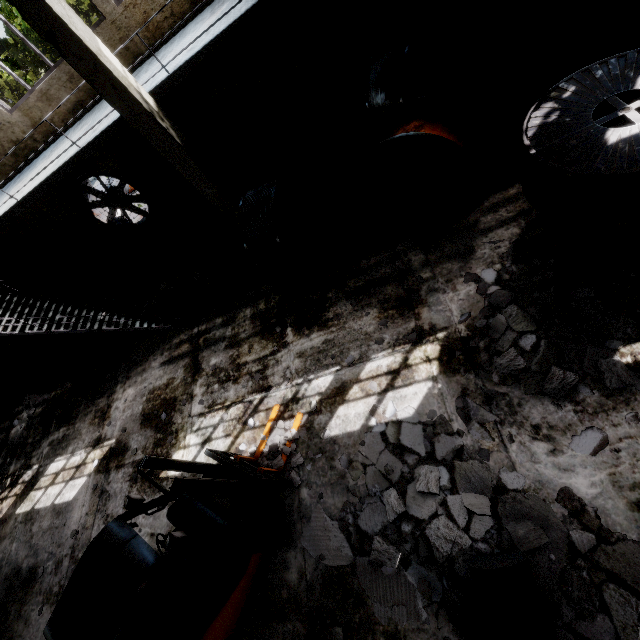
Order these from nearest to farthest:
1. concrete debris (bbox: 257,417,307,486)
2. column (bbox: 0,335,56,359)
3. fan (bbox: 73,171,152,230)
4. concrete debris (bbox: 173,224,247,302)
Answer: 1. concrete debris (bbox: 257,417,307,486)
2. concrete debris (bbox: 173,224,247,302)
3. fan (bbox: 73,171,152,230)
4. column (bbox: 0,335,56,359)

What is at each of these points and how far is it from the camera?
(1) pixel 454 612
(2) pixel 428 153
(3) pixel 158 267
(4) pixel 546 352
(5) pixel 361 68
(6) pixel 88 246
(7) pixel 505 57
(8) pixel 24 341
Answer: (1) concrete debris, 3.9 meters
(2) wire spool, 5.2 meters
(3) concrete debris, 11.4 meters
(4) concrete debris, 4.4 meters
(5) cabinet door, 7.6 meters
(6) power box, 11.7 meters
(7) concrete debris, 7.1 meters
(8) column, 11.4 meters

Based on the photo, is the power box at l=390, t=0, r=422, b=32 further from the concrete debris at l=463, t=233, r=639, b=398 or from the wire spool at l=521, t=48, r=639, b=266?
the concrete debris at l=463, t=233, r=639, b=398

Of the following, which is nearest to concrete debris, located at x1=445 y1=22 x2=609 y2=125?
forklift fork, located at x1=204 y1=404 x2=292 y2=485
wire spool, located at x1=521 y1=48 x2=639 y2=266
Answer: wire spool, located at x1=521 y1=48 x2=639 y2=266

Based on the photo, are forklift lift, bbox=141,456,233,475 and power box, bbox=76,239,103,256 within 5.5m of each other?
no

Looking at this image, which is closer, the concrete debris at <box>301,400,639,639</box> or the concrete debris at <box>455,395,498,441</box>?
the concrete debris at <box>301,400,639,639</box>

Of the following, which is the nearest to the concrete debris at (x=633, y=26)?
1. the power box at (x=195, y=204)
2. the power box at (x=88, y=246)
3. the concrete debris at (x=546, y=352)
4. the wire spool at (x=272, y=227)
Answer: the concrete debris at (x=546, y=352)

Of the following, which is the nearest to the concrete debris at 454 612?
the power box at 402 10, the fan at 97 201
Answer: the power box at 402 10
